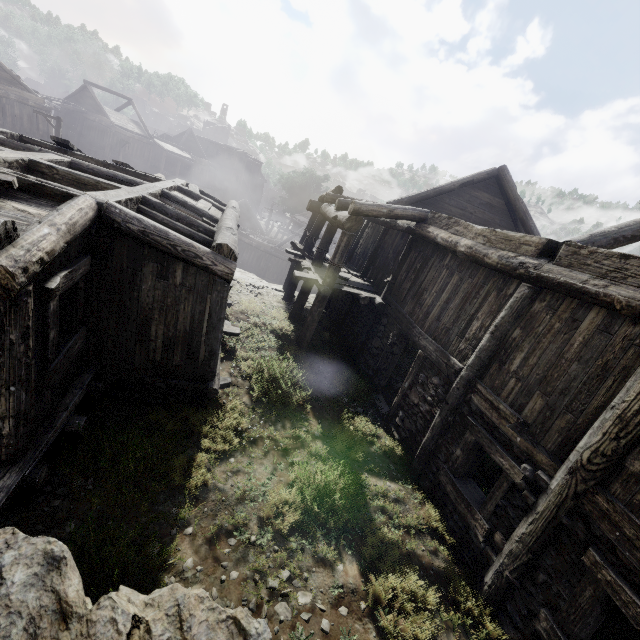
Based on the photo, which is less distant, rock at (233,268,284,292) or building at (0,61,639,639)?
building at (0,61,639,639)

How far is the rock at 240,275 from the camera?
16.34m

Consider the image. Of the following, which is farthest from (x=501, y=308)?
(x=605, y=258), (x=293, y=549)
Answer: (x=293, y=549)

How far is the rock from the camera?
16.3m

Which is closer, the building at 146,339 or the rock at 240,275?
the building at 146,339

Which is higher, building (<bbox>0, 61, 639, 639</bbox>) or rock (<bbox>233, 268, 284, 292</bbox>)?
building (<bbox>0, 61, 639, 639</bbox>)
